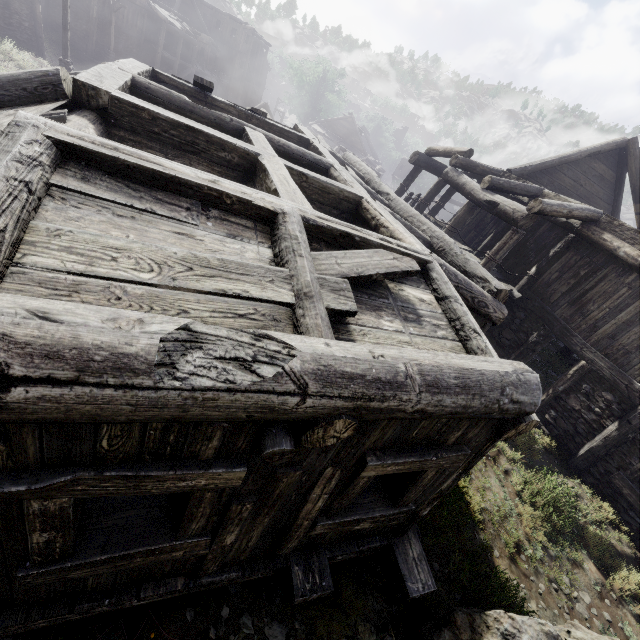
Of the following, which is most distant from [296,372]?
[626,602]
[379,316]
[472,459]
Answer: [626,602]

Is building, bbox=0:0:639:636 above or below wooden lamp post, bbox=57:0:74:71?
above

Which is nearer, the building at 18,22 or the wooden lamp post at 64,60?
the wooden lamp post at 64,60

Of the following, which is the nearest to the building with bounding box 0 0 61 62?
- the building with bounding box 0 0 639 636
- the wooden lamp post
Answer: the building with bounding box 0 0 639 636

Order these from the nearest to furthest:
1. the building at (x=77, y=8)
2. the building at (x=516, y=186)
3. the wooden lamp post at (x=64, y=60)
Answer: the building at (x=516, y=186), the wooden lamp post at (x=64, y=60), the building at (x=77, y=8)

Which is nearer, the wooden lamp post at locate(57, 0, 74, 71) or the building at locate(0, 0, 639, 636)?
the building at locate(0, 0, 639, 636)

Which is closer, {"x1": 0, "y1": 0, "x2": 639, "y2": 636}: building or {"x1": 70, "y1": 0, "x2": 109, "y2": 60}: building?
{"x1": 0, "y1": 0, "x2": 639, "y2": 636}: building
